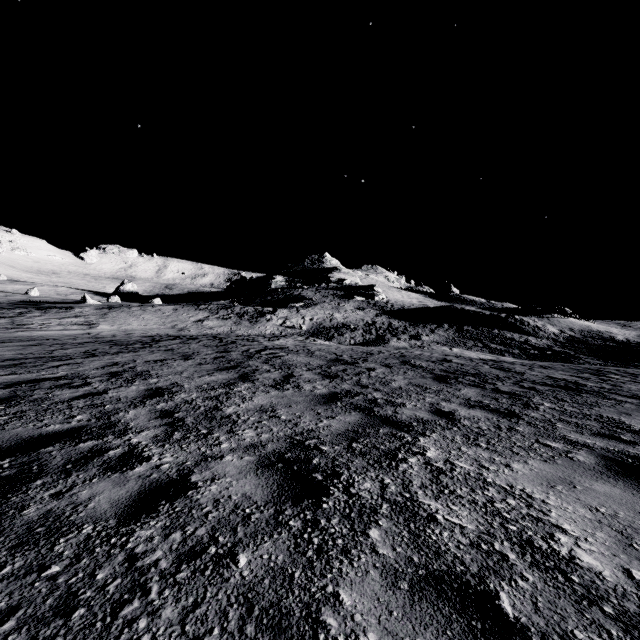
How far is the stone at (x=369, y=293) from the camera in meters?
53.3

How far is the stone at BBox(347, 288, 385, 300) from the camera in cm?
5330

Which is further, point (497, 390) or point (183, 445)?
point (497, 390)
